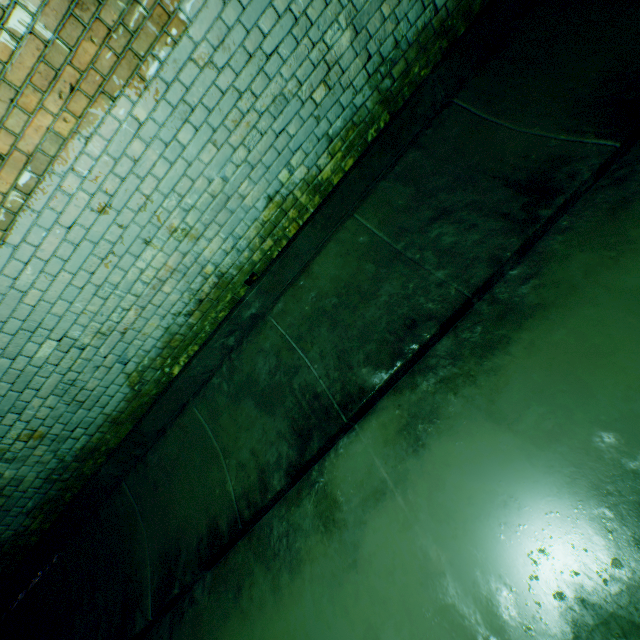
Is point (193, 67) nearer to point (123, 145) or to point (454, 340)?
point (123, 145)
